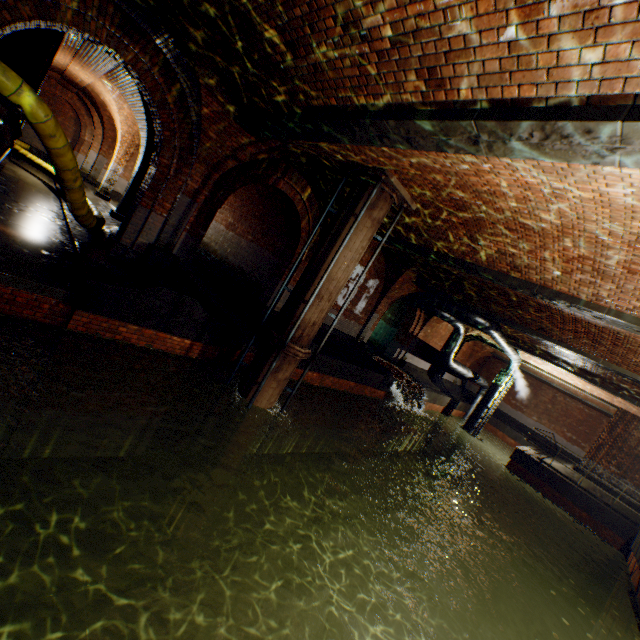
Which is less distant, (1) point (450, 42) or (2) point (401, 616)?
(1) point (450, 42)

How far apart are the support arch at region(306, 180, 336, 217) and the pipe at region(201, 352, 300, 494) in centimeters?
385cm

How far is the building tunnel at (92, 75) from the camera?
9.38m

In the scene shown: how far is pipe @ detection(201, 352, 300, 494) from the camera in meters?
7.5

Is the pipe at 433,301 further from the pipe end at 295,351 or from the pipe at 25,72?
the pipe at 25,72

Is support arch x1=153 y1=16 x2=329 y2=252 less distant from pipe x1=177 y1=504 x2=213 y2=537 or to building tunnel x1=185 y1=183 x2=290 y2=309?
building tunnel x1=185 y1=183 x2=290 y2=309

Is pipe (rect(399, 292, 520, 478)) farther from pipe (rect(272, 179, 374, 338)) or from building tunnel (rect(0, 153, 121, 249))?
pipe (rect(272, 179, 374, 338))

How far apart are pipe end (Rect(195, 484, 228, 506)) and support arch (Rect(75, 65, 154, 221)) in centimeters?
1390cm
